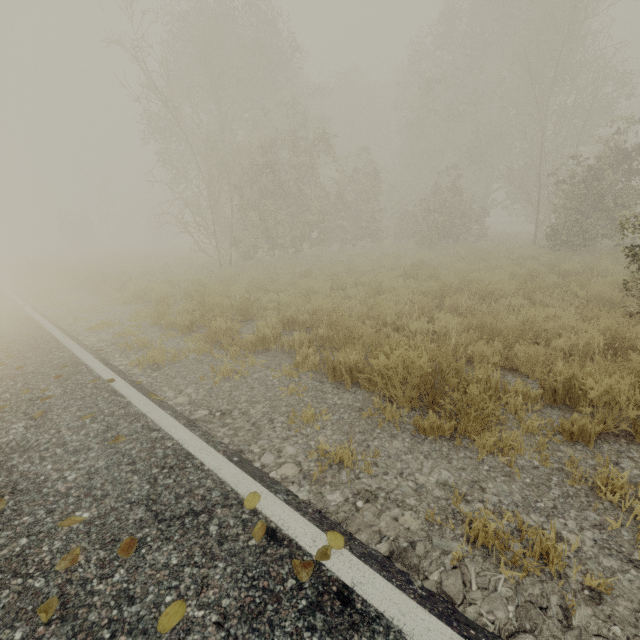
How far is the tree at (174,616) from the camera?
1.6 meters

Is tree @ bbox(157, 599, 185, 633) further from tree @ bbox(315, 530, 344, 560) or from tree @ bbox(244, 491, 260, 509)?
tree @ bbox(244, 491, 260, 509)

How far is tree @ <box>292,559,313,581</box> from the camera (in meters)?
1.80

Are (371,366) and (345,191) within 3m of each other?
no

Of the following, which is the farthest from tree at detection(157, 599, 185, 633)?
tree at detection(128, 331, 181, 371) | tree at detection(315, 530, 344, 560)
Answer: tree at detection(128, 331, 181, 371)

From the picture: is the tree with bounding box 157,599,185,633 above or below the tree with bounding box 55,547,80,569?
below

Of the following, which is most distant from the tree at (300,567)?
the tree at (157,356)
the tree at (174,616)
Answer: the tree at (157,356)
